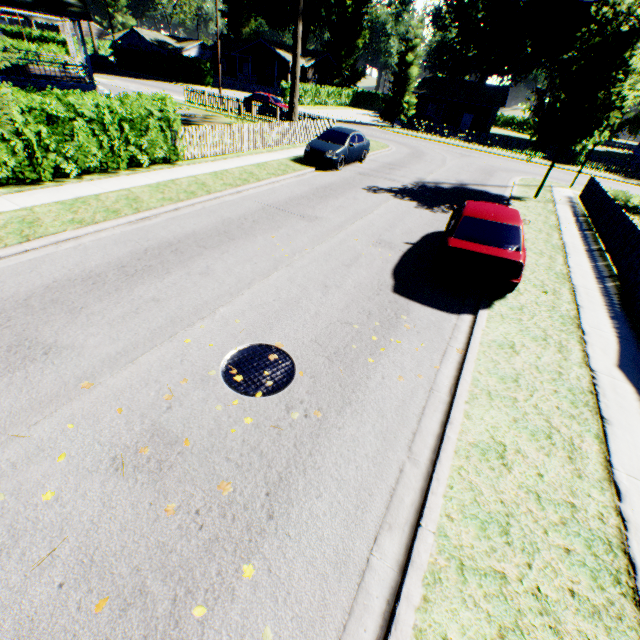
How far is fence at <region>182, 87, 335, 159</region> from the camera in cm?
1424

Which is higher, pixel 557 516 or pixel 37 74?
pixel 37 74

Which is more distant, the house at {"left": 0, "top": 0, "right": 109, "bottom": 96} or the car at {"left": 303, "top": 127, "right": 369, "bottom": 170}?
the house at {"left": 0, "top": 0, "right": 109, "bottom": 96}

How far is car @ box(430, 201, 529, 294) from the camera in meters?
7.0 m

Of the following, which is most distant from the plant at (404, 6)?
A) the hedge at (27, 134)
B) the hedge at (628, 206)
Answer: the hedge at (27, 134)

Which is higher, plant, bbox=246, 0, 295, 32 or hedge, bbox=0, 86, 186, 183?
plant, bbox=246, 0, 295, 32

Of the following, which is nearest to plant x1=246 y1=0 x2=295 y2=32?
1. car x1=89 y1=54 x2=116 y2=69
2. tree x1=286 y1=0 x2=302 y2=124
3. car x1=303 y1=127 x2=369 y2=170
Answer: car x1=89 y1=54 x2=116 y2=69

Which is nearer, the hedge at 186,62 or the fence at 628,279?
the fence at 628,279
